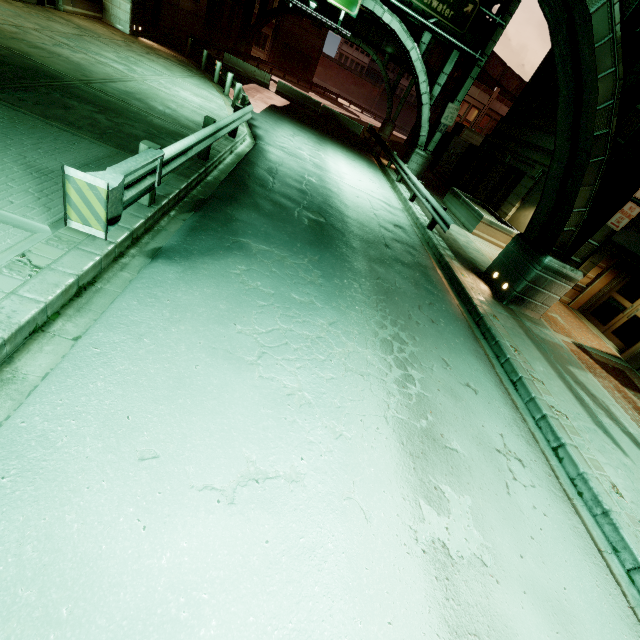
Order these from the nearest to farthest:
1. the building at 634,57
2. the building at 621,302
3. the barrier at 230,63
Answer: the building at 621,302
the building at 634,57
the barrier at 230,63

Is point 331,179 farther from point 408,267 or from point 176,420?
point 176,420

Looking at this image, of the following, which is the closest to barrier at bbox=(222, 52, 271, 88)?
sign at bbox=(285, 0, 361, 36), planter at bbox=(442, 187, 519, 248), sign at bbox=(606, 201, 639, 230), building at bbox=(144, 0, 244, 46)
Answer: building at bbox=(144, 0, 244, 46)

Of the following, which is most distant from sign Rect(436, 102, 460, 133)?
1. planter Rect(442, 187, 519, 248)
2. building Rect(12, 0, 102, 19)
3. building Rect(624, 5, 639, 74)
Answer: building Rect(12, 0, 102, 19)

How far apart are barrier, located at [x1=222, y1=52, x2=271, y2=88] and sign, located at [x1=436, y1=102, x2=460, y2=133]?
15.73m

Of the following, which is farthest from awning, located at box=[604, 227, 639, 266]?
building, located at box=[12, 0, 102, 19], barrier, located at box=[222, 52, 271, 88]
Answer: barrier, located at box=[222, 52, 271, 88]

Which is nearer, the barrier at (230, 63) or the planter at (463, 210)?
the planter at (463, 210)

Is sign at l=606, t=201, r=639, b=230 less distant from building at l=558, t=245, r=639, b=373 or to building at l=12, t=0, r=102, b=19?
building at l=558, t=245, r=639, b=373
